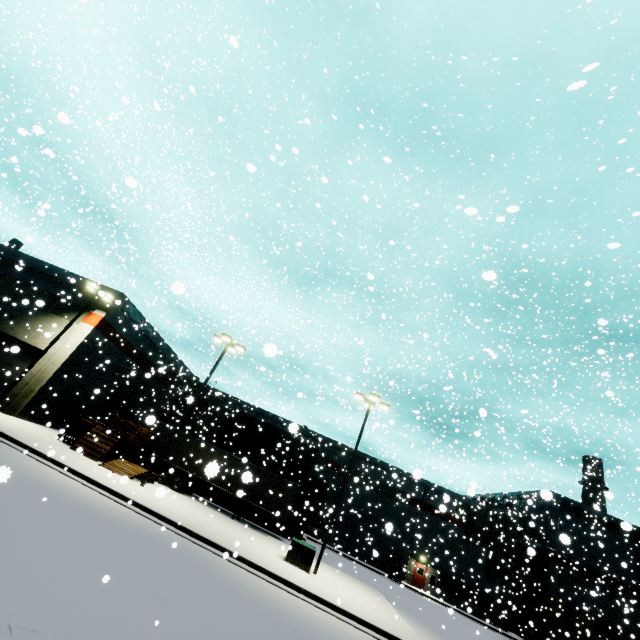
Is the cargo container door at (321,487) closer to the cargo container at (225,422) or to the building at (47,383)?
the cargo container at (225,422)

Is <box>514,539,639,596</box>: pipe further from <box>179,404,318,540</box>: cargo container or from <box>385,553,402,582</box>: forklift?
<box>385,553,402,582</box>: forklift

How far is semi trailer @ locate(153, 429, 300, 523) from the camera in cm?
2228

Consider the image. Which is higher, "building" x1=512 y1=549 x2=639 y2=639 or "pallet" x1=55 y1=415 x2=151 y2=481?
"building" x1=512 y1=549 x2=639 y2=639

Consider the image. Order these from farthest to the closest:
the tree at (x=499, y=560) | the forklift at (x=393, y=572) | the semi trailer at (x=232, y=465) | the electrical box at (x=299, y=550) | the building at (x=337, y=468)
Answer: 1. the building at (x=337, y=468)
2. the tree at (x=499, y=560)
3. the forklift at (x=393, y=572)
4. the semi trailer at (x=232, y=465)
5. the electrical box at (x=299, y=550)

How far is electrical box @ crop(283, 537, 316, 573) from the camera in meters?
16.2

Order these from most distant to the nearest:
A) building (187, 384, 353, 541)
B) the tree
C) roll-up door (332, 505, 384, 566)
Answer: building (187, 384, 353, 541)
roll-up door (332, 505, 384, 566)
the tree

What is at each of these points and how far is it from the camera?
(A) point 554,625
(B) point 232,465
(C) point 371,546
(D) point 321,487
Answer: (A) building, 34.0 meters
(B) semi trailer, 26.6 meters
(C) roll-up door, 37.2 meters
(D) cargo container door, 30.3 meters
